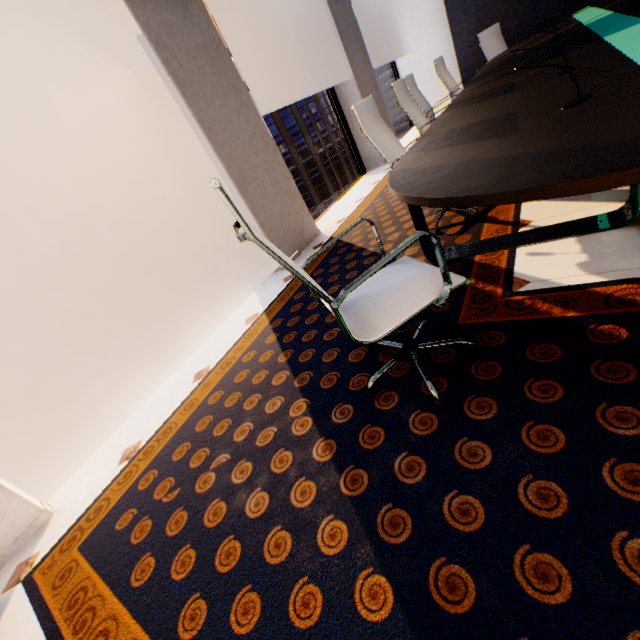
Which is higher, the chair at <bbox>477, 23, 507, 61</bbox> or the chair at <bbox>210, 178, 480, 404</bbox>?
the chair at <bbox>477, 23, 507, 61</bbox>

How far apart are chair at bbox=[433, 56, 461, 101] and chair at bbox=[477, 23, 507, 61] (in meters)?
1.10

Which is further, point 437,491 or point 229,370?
point 229,370

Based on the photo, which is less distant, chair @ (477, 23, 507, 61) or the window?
the window

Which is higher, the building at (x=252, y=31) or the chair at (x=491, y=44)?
the building at (x=252, y=31)

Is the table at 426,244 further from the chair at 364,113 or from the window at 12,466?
the window at 12,466

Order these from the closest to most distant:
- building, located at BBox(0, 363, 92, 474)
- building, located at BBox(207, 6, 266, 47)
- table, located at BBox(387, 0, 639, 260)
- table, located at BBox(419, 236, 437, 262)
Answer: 1. table, located at BBox(387, 0, 639, 260)
2. table, located at BBox(419, 236, 437, 262)
3. building, located at BBox(0, 363, 92, 474)
4. building, located at BBox(207, 6, 266, 47)

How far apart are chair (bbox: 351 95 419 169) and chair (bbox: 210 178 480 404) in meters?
1.2
